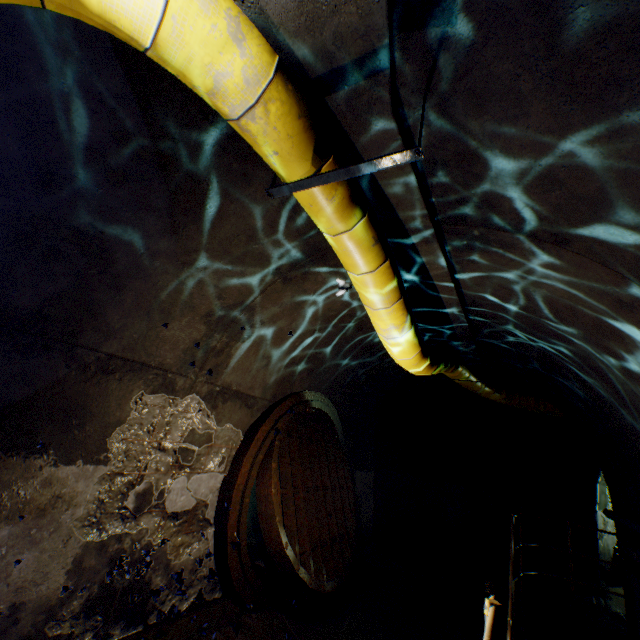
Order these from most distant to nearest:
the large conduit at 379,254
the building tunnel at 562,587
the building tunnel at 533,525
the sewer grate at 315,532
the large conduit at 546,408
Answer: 1. the building tunnel at 533,525
2. the building tunnel at 562,587
3. the large conduit at 546,408
4. the sewer grate at 315,532
5. the large conduit at 379,254

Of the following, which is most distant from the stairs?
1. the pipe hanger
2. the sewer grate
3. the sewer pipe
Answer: the pipe hanger

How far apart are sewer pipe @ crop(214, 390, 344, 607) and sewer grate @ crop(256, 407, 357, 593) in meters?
0.0

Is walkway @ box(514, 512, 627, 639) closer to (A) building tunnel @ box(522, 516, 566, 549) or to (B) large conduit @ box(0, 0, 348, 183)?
(A) building tunnel @ box(522, 516, 566, 549)

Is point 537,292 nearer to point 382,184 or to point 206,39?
point 382,184

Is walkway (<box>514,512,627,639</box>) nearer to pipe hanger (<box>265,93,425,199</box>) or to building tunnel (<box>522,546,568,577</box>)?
building tunnel (<box>522,546,568,577</box>)

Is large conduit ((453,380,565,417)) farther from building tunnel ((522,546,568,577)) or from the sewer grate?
the sewer grate

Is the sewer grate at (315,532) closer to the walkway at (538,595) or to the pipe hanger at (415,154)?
the walkway at (538,595)
